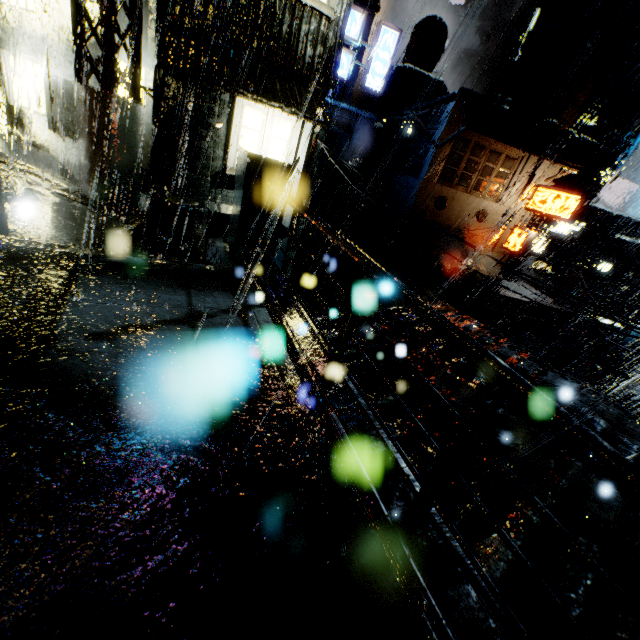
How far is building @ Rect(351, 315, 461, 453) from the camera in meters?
4.5 m

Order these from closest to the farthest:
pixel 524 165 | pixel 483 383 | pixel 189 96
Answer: pixel 483 383, pixel 189 96, pixel 524 165

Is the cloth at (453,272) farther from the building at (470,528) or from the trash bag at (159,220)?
the trash bag at (159,220)

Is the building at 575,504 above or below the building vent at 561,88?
below

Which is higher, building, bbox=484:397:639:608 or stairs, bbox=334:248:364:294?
building, bbox=484:397:639:608

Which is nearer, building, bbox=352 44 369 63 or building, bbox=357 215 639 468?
building, bbox=357 215 639 468

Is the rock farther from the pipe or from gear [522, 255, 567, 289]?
the pipe

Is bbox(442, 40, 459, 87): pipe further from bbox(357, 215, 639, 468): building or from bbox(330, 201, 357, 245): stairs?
bbox(330, 201, 357, 245): stairs
